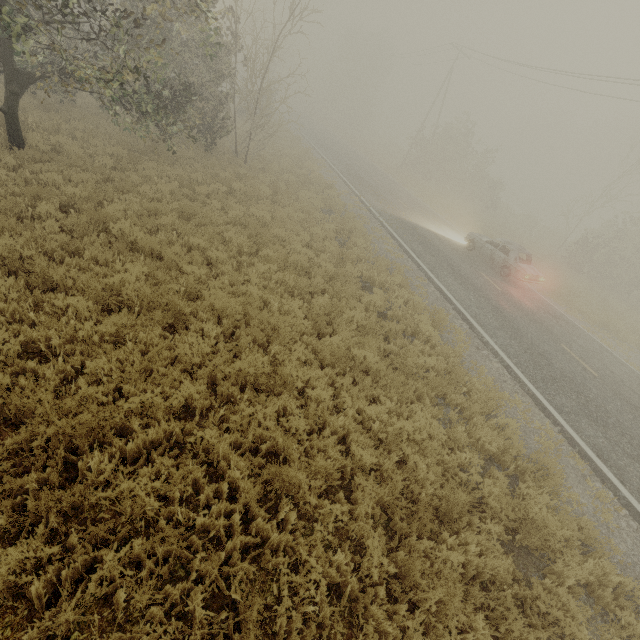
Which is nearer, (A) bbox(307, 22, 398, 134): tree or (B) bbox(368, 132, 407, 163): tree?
(B) bbox(368, 132, 407, 163): tree

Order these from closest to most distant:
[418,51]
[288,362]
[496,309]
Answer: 1. [288,362]
2. [496,309]
3. [418,51]

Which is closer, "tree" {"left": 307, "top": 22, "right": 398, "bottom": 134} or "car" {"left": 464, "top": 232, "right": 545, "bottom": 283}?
"car" {"left": 464, "top": 232, "right": 545, "bottom": 283}

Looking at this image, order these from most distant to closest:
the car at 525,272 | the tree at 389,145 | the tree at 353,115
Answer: the tree at 353,115 < the tree at 389,145 < the car at 525,272

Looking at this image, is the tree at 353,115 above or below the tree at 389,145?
above

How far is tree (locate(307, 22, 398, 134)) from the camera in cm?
5072

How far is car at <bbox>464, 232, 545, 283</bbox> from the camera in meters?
15.3
